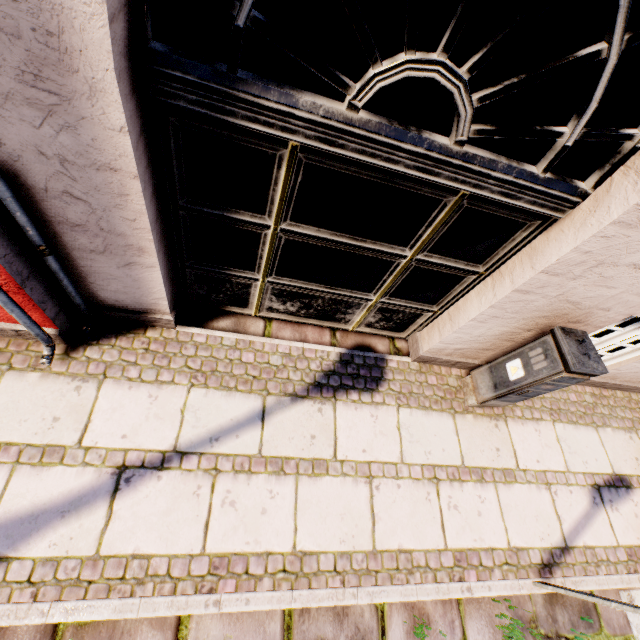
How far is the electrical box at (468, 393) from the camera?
2.5m

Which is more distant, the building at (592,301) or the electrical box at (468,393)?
the electrical box at (468,393)

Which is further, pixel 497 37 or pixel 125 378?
pixel 125 378

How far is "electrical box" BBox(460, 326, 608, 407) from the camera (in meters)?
2.47

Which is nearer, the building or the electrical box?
the building
